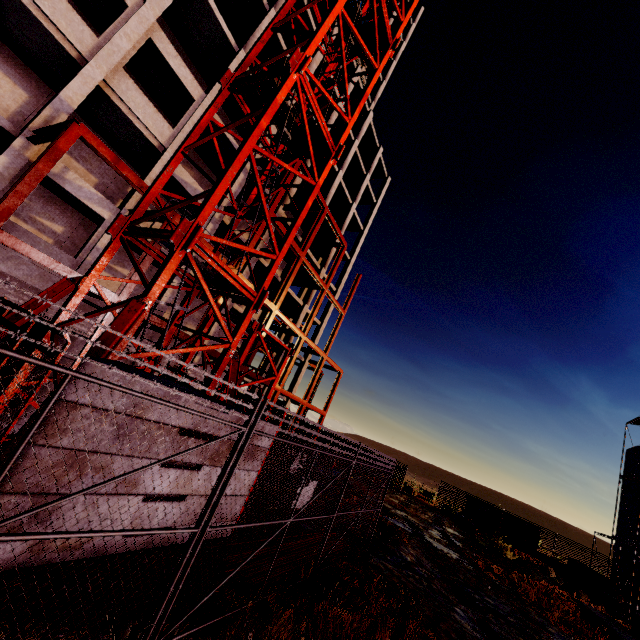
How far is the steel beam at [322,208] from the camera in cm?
2017

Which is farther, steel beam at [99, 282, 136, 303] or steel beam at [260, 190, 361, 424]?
steel beam at [260, 190, 361, 424]

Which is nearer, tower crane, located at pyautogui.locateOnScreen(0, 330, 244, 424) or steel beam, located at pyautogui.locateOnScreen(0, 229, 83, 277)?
tower crane, located at pyautogui.locateOnScreen(0, 330, 244, 424)

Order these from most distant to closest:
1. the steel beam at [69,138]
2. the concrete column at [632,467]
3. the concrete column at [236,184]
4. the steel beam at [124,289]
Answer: the concrete column at [632,467], the concrete column at [236,184], the steel beam at [124,289], the steel beam at [69,138]

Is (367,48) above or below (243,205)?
A: above

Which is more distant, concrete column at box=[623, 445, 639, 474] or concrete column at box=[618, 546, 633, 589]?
concrete column at box=[623, 445, 639, 474]

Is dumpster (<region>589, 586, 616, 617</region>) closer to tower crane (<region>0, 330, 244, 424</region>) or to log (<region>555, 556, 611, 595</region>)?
log (<region>555, 556, 611, 595</region>)

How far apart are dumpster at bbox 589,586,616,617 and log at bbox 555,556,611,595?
2.92m
